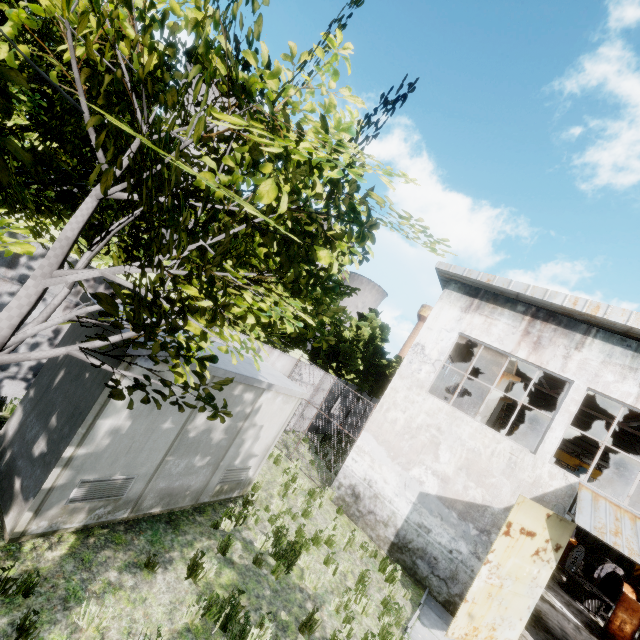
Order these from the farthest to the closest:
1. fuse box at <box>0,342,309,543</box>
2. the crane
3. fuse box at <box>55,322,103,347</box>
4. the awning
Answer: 1. the crane
2. the awning
3. fuse box at <box>55,322,103,347</box>
4. fuse box at <box>0,342,309,543</box>

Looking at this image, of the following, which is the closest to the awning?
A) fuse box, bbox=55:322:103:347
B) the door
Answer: the door

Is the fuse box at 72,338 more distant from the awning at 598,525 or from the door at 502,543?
the awning at 598,525

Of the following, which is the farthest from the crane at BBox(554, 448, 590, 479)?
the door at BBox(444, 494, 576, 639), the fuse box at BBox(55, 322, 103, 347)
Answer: the fuse box at BBox(55, 322, 103, 347)

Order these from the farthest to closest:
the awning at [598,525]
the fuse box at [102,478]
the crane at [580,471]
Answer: the crane at [580,471] → the awning at [598,525] → the fuse box at [102,478]

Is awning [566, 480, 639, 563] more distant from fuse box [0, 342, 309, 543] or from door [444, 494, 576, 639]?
fuse box [0, 342, 309, 543]

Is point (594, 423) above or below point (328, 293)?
above

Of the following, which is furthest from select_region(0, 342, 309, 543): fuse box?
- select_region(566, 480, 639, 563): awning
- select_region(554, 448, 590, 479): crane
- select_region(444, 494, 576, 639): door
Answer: select_region(554, 448, 590, 479): crane
